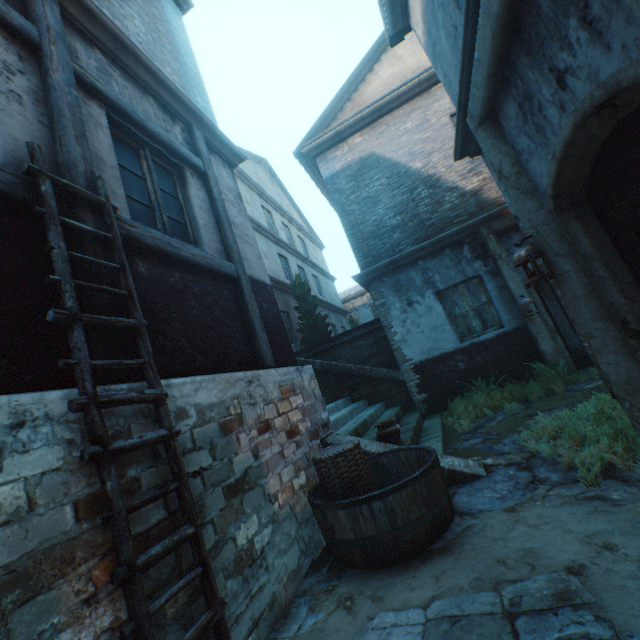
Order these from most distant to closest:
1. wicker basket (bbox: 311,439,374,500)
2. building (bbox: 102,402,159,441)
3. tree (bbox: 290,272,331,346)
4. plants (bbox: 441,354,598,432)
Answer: tree (bbox: 290,272,331,346) → plants (bbox: 441,354,598,432) → wicker basket (bbox: 311,439,374,500) → building (bbox: 102,402,159,441)

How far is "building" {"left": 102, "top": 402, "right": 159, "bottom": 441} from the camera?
1.9m

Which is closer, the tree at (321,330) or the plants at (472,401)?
the plants at (472,401)

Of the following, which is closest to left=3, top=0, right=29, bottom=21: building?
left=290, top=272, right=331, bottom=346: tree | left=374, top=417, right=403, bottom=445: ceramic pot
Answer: left=374, top=417, right=403, bottom=445: ceramic pot

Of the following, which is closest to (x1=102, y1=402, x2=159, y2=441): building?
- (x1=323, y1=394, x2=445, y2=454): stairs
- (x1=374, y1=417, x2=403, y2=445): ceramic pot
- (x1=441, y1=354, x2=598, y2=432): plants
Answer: (x1=323, y1=394, x2=445, y2=454): stairs

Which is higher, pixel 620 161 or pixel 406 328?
pixel 620 161

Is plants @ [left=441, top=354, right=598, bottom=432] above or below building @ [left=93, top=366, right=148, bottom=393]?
below

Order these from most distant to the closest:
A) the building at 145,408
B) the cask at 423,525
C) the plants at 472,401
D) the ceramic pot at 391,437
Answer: the plants at 472,401 < the ceramic pot at 391,437 < the cask at 423,525 < the building at 145,408
